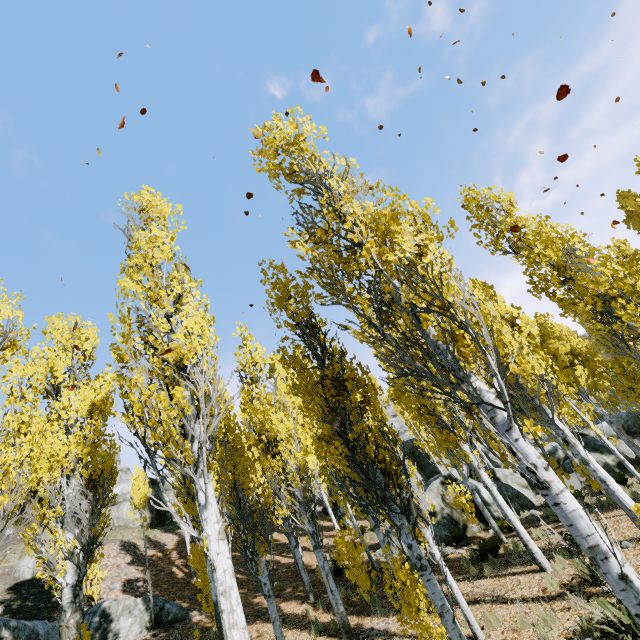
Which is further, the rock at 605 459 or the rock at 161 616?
the rock at 605 459

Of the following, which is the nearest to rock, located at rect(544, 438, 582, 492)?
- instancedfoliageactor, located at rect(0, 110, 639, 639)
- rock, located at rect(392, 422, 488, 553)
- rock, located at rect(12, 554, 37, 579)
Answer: instancedfoliageactor, located at rect(0, 110, 639, 639)

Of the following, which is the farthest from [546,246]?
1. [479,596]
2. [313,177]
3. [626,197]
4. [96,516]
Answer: [626,197]

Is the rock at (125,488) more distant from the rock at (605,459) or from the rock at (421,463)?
the rock at (605,459)

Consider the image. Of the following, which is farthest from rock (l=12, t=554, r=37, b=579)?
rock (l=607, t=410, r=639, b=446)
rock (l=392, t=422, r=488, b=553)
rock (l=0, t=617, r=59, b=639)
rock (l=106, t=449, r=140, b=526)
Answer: rock (l=607, t=410, r=639, b=446)

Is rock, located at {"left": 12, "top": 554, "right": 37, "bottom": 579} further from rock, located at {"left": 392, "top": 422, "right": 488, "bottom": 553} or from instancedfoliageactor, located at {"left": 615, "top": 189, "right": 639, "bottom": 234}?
rock, located at {"left": 392, "top": 422, "right": 488, "bottom": 553}

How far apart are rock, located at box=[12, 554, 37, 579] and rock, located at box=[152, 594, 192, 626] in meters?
7.9

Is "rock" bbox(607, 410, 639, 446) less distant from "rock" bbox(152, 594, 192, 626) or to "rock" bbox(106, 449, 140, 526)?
"rock" bbox(152, 594, 192, 626)
